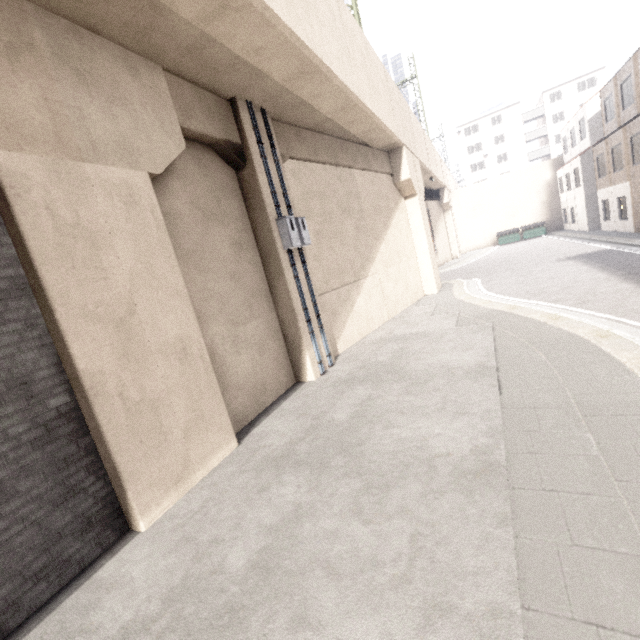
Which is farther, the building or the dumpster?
the building

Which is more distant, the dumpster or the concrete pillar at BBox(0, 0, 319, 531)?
the dumpster

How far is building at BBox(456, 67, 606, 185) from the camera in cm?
4766

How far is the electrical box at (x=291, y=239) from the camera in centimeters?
783cm

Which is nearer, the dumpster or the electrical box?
the electrical box

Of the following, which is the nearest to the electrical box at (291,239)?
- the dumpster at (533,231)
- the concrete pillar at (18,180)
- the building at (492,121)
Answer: the concrete pillar at (18,180)

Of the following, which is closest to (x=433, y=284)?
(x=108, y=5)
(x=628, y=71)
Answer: (x=108, y=5)

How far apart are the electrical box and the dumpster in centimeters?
3324cm
